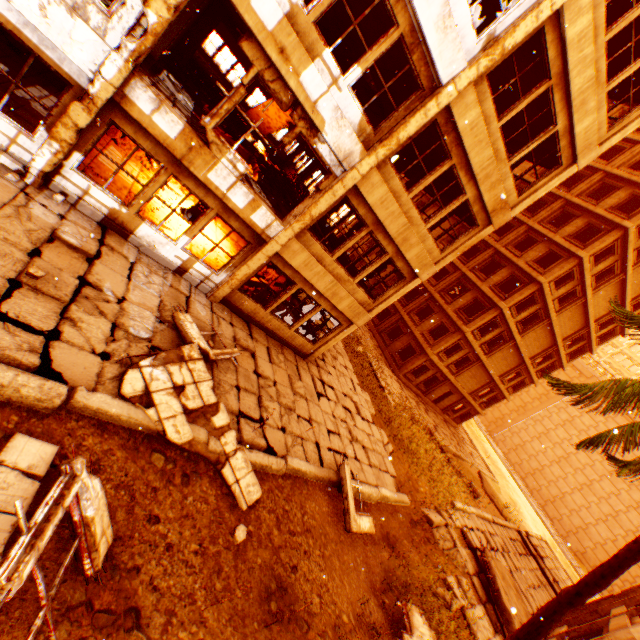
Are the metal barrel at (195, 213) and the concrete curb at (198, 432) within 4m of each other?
no

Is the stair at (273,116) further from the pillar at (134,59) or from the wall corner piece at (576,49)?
the wall corner piece at (576,49)

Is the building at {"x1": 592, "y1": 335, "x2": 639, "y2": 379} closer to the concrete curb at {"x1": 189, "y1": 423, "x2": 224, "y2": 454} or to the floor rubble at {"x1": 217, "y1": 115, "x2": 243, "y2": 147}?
the floor rubble at {"x1": 217, "y1": 115, "x2": 243, "y2": 147}

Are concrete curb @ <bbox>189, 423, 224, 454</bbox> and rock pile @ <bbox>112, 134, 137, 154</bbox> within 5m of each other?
no

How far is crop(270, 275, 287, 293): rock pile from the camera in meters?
13.3

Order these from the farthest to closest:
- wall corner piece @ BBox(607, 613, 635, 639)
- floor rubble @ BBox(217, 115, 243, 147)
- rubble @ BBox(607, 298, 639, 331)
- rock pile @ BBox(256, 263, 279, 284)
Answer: floor rubble @ BBox(217, 115, 243, 147)
rock pile @ BBox(256, 263, 279, 284)
wall corner piece @ BBox(607, 613, 635, 639)
rubble @ BBox(607, 298, 639, 331)

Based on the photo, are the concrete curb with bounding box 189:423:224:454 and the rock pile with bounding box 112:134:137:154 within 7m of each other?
no

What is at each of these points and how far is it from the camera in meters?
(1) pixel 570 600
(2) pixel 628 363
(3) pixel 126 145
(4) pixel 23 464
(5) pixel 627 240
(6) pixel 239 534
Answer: (1) rubble, 4.4
(2) building, 56.3
(3) rock pile, 11.1
(4) floor rubble, 3.9
(5) wall corner piece, 21.8
(6) rubble, 5.9
